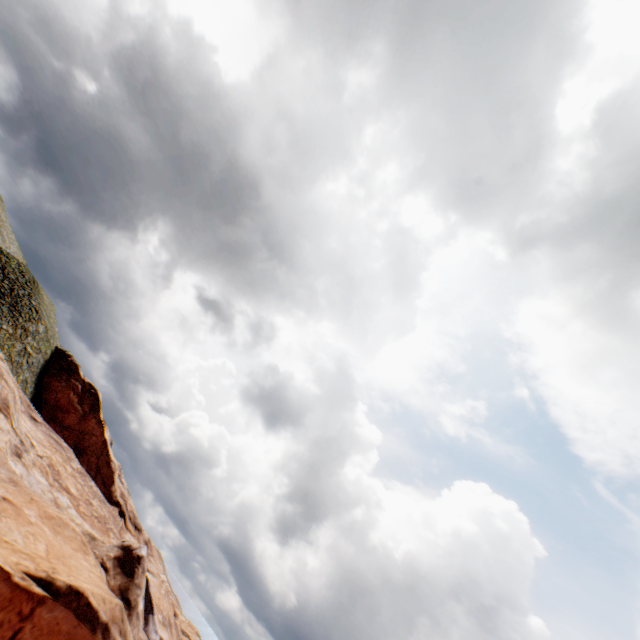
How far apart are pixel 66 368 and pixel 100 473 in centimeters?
1682cm
